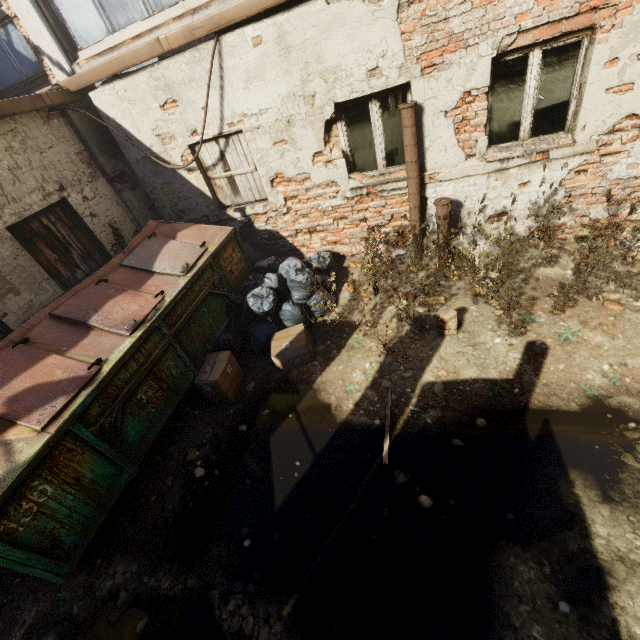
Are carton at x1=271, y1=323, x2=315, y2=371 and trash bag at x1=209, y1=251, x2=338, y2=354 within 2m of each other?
yes

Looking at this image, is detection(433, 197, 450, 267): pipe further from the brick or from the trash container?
the trash container

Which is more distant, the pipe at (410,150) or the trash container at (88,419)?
the pipe at (410,150)

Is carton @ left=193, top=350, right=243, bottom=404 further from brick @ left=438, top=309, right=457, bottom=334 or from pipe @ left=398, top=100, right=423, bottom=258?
pipe @ left=398, top=100, right=423, bottom=258

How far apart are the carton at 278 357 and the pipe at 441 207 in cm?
246

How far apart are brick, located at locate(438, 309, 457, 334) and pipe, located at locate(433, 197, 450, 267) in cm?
131

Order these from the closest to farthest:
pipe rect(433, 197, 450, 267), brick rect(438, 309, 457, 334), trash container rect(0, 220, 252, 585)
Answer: trash container rect(0, 220, 252, 585) < brick rect(438, 309, 457, 334) < pipe rect(433, 197, 450, 267)

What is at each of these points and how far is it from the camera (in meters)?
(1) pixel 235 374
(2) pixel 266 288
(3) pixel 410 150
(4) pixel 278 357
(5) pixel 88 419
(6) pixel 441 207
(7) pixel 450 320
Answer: (1) carton, 4.46
(2) trash bag, 4.84
(3) pipe, 4.34
(4) carton, 4.39
(5) trash container, 2.97
(6) pipe, 4.50
(7) brick, 4.00
